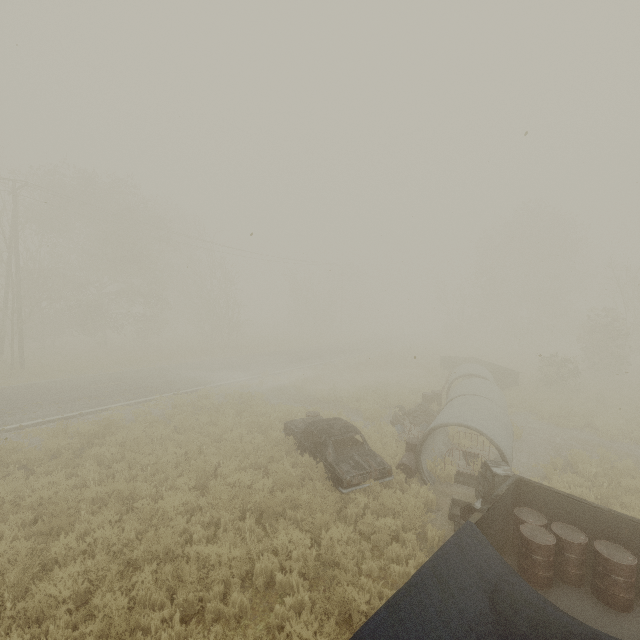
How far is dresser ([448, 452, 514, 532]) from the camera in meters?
7.0 m

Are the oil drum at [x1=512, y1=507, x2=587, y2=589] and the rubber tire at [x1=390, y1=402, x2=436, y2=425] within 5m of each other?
no

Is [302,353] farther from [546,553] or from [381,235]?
[546,553]

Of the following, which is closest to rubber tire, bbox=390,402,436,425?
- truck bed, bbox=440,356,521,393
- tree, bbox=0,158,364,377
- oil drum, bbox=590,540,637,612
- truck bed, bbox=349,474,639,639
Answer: truck bed, bbox=440,356,521,393

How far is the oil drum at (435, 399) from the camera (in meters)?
16.17

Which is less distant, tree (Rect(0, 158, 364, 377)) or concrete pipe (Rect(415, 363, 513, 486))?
concrete pipe (Rect(415, 363, 513, 486))

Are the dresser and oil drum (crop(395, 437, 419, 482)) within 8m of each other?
yes

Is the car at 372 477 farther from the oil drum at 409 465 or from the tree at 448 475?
the tree at 448 475
